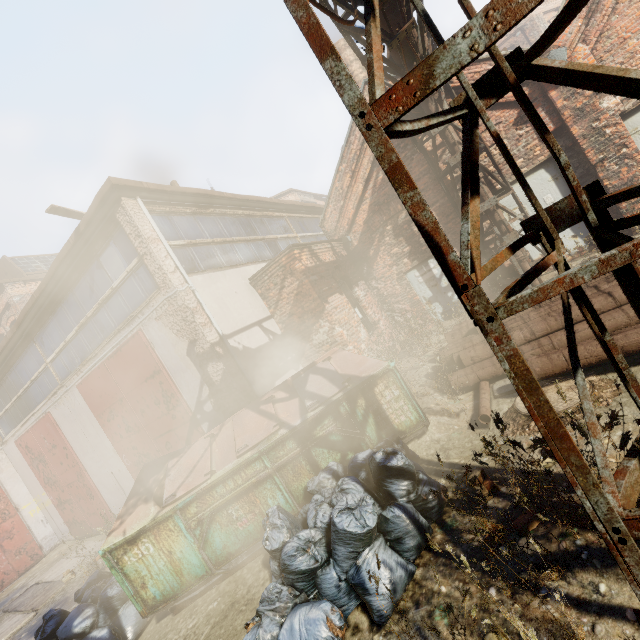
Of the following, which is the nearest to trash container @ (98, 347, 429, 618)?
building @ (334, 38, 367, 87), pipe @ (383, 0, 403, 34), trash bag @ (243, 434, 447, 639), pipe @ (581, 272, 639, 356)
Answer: trash bag @ (243, 434, 447, 639)

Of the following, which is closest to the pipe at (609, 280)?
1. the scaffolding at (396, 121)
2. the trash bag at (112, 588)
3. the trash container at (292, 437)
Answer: the trash container at (292, 437)

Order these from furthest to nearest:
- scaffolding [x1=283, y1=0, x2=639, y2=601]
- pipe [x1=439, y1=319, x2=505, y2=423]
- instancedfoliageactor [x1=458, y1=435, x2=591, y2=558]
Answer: pipe [x1=439, y1=319, x2=505, y2=423] < instancedfoliageactor [x1=458, y1=435, x2=591, y2=558] < scaffolding [x1=283, y1=0, x2=639, y2=601]

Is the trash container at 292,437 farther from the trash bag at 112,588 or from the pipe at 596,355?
the pipe at 596,355

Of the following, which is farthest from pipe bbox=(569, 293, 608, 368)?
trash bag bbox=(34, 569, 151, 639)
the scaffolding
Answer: trash bag bbox=(34, 569, 151, 639)

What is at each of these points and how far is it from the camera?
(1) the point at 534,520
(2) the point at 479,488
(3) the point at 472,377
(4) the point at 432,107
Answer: (1) instancedfoliageactor, 2.7 meters
(2) instancedfoliageactor, 3.3 meters
(3) pipe, 5.3 meters
(4) pipe, 8.2 meters

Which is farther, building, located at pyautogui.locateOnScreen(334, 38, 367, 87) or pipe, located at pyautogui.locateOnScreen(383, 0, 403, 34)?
building, located at pyautogui.locateOnScreen(334, 38, 367, 87)

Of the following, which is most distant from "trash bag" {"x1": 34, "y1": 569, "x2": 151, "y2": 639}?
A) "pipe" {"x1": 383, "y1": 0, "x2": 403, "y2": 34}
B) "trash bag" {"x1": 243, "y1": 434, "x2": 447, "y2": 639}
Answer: "pipe" {"x1": 383, "y1": 0, "x2": 403, "y2": 34}
